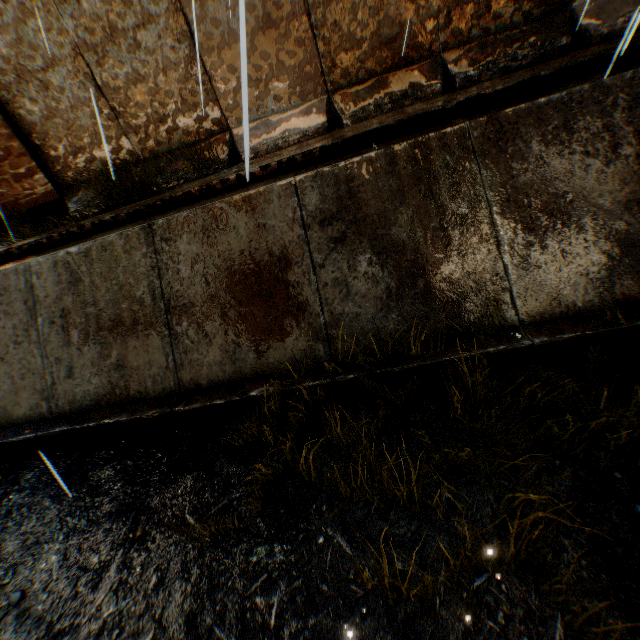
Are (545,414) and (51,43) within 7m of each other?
no

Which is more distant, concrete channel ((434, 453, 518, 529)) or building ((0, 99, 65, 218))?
building ((0, 99, 65, 218))

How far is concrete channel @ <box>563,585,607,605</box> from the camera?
2.1 meters

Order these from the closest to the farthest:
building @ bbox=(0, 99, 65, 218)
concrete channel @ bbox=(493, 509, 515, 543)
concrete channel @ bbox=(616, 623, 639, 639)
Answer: concrete channel @ bbox=(616, 623, 639, 639), concrete channel @ bbox=(493, 509, 515, 543), building @ bbox=(0, 99, 65, 218)

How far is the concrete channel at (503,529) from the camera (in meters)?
2.50
